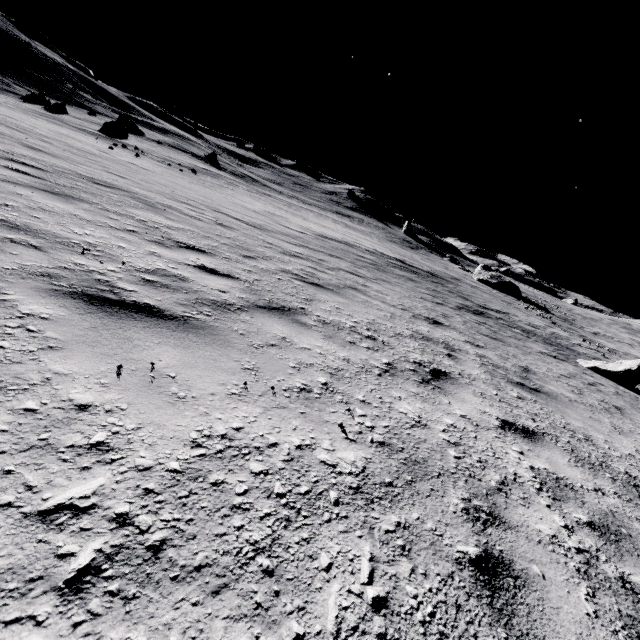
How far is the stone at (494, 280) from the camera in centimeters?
4241cm

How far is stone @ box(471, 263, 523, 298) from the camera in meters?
42.4

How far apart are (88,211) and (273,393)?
4.5 meters

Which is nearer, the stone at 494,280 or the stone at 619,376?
the stone at 619,376

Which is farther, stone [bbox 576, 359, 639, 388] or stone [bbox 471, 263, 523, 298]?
stone [bbox 471, 263, 523, 298]
